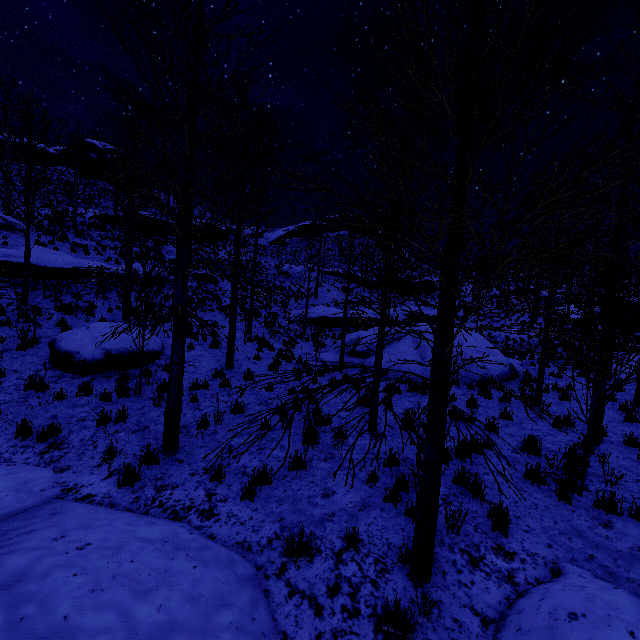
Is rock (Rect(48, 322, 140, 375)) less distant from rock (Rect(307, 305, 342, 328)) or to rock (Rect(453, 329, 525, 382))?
rock (Rect(453, 329, 525, 382))

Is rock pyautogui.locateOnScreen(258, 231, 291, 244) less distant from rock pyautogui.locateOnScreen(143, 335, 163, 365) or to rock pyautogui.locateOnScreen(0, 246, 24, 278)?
rock pyautogui.locateOnScreen(0, 246, 24, 278)

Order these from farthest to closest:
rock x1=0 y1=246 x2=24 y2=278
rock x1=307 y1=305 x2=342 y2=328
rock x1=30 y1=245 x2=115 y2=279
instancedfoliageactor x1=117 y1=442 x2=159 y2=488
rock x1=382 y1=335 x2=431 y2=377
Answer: rock x1=307 y1=305 x2=342 y2=328 < rock x1=30 y1=245 x2=115 y2=279 < rock x1=0 y1=246 x2=24 y2=278 < rock x1=382 y1=335 x2=431 y2=377 < instancedfoliageactor x1=117 y1=442 x2=159 y2=488

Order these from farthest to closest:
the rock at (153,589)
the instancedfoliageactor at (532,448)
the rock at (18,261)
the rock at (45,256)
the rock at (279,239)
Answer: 1. the rock at (279,239)
2. the rock at (45,256)
3. the rock at (18,261)
4. the instancedfoliageactor at (532,448)
5. the rock at (153,589)

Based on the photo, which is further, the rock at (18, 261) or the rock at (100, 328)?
the rock at (18, 261)

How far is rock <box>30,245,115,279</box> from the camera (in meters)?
15.99

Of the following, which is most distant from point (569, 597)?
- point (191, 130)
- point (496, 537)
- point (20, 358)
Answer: point (20, 358)

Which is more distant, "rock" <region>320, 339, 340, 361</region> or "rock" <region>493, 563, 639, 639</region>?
"rock" <region>320, 339, 340, 361</region>
